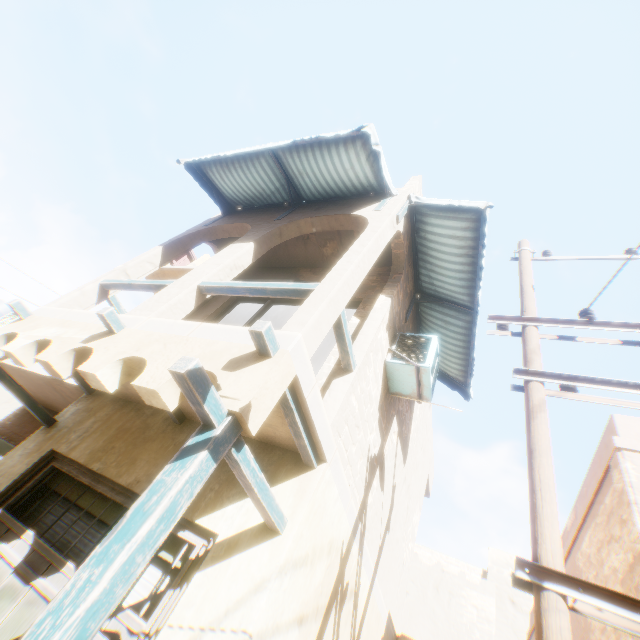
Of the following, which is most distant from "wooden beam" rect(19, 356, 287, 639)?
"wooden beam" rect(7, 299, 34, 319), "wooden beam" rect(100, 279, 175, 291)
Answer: "wooden beam" rect(7, 299, 34, 319)

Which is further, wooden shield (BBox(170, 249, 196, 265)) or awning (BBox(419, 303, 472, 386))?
wooden shield (BBox(170, 249, 196, 265))

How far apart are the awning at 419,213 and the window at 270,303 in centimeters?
141cm

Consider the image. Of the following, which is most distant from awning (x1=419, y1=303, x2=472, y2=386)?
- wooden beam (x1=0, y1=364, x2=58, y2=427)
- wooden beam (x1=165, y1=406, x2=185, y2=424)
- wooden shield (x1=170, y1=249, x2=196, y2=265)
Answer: wooden shield (x1=170, y1=249, x2=196, y2=265)

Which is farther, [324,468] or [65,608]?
[324,468]

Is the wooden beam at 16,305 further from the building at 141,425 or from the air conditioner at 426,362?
the air conditioner at 426,362

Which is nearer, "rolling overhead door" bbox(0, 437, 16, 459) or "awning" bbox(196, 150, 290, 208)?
"awning" bbox(196, 150, 290, 208)

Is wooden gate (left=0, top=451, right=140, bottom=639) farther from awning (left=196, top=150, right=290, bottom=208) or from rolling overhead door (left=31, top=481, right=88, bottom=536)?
awning (left=196, top=150, right=290, bottom=208)
